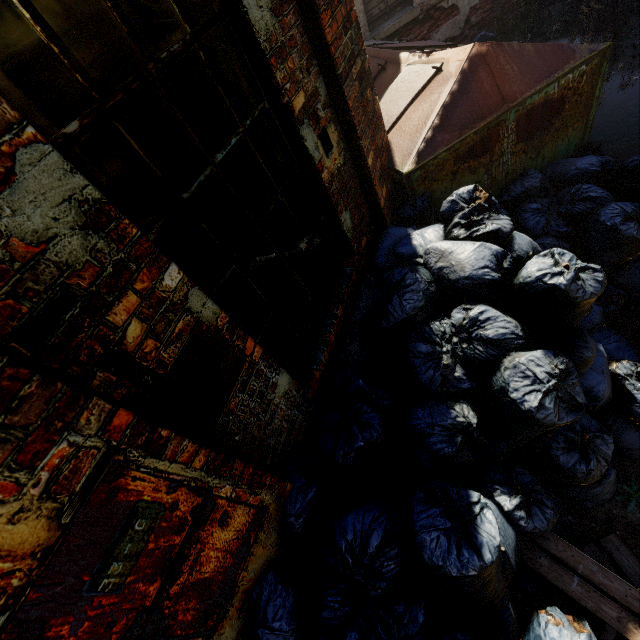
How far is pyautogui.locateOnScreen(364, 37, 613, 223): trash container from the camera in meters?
2.9

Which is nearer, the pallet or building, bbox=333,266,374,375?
the pallet

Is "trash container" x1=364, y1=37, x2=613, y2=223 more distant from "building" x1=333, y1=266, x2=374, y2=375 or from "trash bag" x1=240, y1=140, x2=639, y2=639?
"building" x1=333, y1=266, x2=374, y2=375

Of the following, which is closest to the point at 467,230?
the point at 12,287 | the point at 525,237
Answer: the point at 525,237

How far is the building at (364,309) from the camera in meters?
2.6 m

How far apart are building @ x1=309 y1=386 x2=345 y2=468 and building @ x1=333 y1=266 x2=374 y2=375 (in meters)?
0.08

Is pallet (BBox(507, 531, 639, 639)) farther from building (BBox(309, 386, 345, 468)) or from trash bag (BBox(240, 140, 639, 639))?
building (BBox(309, 386, 345, 468))

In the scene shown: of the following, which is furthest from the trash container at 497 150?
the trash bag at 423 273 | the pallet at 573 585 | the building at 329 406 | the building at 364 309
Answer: the pallet at 573 585
